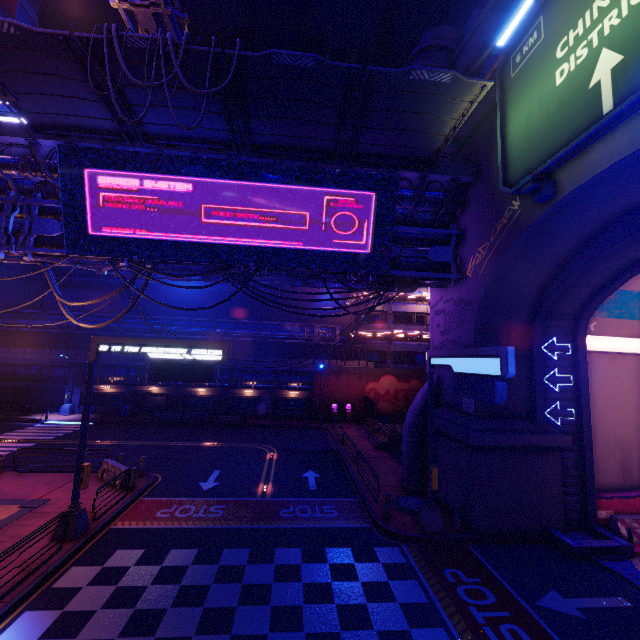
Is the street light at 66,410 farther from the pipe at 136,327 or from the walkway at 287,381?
→ the pipe at 136,327

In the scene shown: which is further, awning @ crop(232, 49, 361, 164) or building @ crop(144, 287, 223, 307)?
building @ crop(144, 287, 223, 307)

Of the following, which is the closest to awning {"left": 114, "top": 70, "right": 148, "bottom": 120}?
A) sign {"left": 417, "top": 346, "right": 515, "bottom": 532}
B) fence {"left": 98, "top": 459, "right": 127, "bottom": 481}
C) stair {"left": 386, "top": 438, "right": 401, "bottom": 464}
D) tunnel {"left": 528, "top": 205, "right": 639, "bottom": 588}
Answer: sign {"left": 417, "top": 346, "right": 515, "bottom": 532}

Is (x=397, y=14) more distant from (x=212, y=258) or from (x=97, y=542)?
(x=97, y=542)

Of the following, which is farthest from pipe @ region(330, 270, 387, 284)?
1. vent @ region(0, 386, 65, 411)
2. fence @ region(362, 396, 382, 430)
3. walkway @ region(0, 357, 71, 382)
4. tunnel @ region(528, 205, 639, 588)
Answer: vent @ region(0, 386, 65, 411)

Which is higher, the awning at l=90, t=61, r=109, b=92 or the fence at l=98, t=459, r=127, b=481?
the awning at l=90, t=61, r=109, b=92

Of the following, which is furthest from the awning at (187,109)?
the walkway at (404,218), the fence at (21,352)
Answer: the fence at (21,352)

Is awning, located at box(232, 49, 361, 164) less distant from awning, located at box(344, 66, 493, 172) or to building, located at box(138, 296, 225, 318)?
awning, located at box(344, 66, 493, 172)
